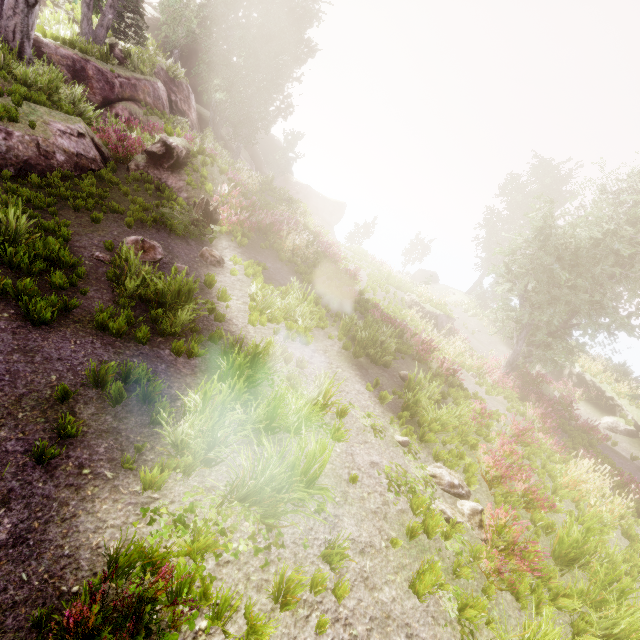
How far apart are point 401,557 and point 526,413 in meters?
11.9

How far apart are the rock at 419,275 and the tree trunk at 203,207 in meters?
32.3 m

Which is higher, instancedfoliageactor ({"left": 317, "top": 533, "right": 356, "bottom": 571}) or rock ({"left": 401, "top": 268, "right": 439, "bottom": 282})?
rock ({"left": 401, "top": 268, "right": 439, "bottom": 282})

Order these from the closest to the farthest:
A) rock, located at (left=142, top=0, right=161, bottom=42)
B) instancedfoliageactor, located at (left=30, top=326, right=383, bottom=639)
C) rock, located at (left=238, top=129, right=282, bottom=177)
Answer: instancedfoliageactor, located at (left=30, top=326, right=383, bottom=639) → rock, located at (left=142, top=0, right=161, bottom=42) → rock, located at (left=238, top=129, right=282, bottom=177)

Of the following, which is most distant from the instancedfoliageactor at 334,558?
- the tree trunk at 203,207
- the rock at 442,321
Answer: the rock at 442,321

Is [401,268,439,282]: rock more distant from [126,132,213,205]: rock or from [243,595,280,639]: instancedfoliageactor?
[126,132,213,205]: rock

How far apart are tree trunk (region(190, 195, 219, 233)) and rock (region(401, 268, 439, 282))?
32.27m

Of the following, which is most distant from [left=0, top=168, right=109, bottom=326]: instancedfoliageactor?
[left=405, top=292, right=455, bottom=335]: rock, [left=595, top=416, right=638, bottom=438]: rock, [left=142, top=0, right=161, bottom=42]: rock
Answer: [left=595, top=416, right=638, bottom=438]: rock
